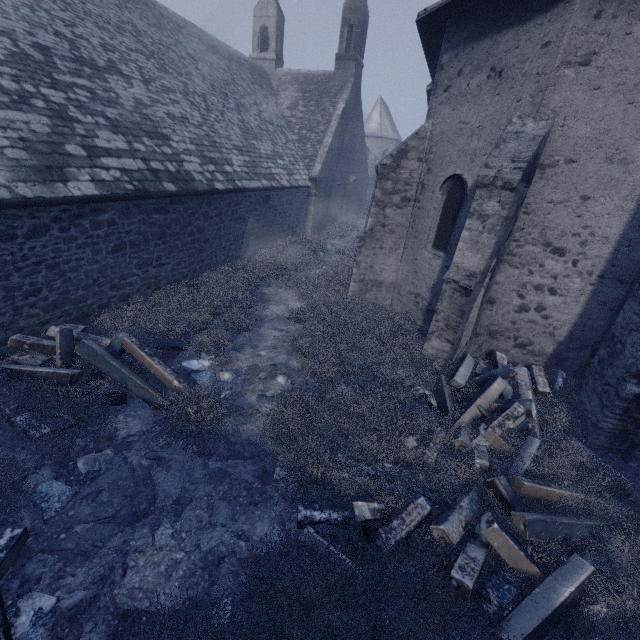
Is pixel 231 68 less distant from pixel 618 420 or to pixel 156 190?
pixel 156 190

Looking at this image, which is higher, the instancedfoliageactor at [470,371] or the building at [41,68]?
the building at [41,68]

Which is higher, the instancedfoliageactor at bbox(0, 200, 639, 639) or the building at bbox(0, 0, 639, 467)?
the building at bbox(0, 0, 639, 467)

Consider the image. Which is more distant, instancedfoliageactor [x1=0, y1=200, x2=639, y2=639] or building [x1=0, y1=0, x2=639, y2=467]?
building [x1=0, y1=0, x2=639, y2=467]

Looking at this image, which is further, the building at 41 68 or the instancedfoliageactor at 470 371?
the building at 41 68
